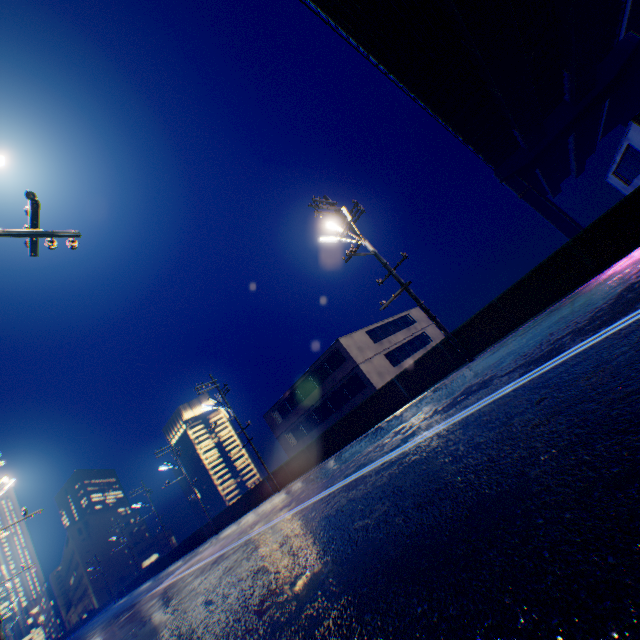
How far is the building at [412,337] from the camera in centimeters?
Answer: 2969cm

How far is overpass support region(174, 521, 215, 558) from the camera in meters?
30.4

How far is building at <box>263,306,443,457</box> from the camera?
29.7m

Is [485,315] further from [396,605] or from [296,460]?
[296,460]

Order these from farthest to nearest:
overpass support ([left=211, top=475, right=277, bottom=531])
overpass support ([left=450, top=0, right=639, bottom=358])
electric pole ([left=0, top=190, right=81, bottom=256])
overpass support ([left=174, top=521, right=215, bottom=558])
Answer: overpass support ([left=174, top=521, right=215, bottom=558]) < overpass support ([left=211, top=475, right=277, bottom=531]) < overpass support ([left=450, top=0, right=639, bottom=358]) < electric pole ([left=0, top=190, right=81, bottom=256])

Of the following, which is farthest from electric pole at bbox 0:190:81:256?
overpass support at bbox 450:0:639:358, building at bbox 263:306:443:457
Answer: building at bbox 263:306:443:457

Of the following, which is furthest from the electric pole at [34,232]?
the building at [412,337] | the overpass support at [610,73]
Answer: the building at [412,337]
